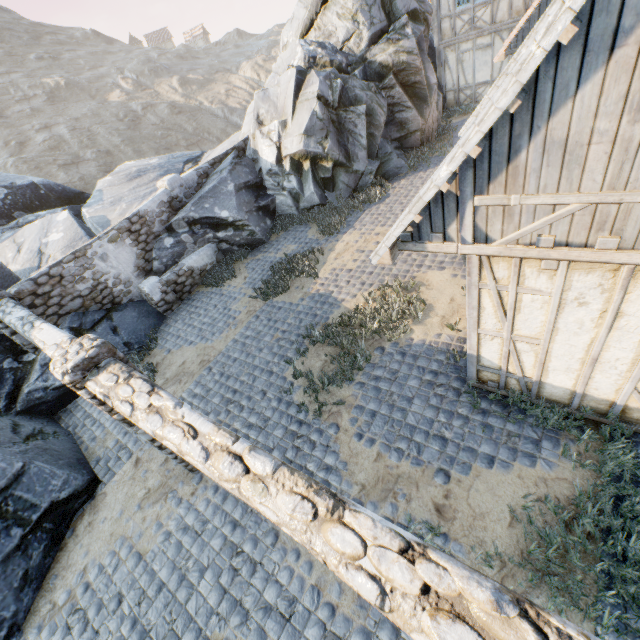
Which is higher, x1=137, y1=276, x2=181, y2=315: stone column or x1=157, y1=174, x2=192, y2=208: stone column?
x1=157, y1=174, x2=192, y2=208: stone column

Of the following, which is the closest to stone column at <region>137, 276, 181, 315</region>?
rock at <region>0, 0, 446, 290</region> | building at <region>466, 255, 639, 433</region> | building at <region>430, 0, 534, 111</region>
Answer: rock at <region>0, 0, 446, 290</region>

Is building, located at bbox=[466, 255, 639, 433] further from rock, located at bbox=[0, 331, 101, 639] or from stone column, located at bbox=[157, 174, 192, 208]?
stone column, located at bbox=[157, 174, 192, 208]

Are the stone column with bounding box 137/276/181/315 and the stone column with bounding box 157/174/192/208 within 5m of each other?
yes

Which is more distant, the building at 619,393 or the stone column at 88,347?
the stone column at 88,347

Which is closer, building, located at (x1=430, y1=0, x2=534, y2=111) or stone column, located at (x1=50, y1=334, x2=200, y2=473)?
stone column, located at (x1=50, y1=334, x2=200, y2=473)

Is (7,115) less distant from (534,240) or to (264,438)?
(264,438)

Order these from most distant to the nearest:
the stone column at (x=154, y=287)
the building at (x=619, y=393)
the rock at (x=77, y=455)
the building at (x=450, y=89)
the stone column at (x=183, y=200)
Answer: the building at (x=450, y=89) < the stone column at (x=183, y=200) < the stone column at (x=154, y=287) < the rock at (x=77, y=455) < the building at (x=619, y=393)
